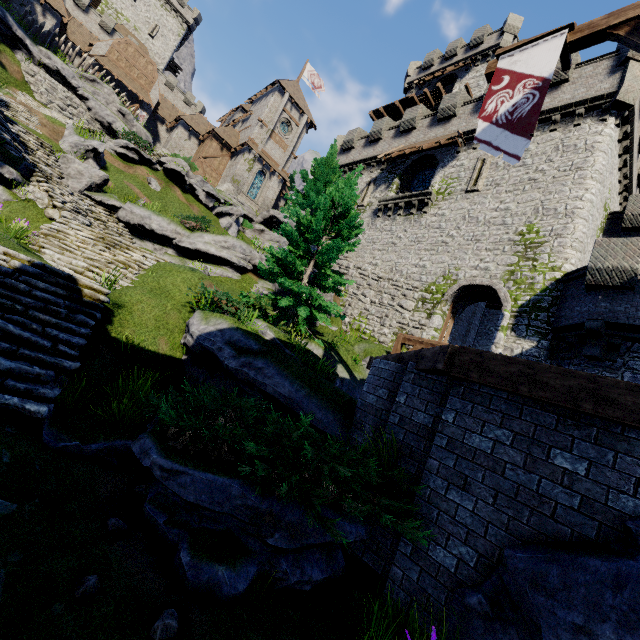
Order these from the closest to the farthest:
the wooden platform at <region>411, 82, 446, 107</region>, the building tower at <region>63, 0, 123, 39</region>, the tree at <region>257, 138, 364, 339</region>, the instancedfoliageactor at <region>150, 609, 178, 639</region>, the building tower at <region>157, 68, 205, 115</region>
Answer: the instancedfoliageactor at <region>150, 609, 178, 639</region>
the tree at <region>257, 138, 364, 339</region>
the wooden platform at <region>411, 82, 446, 107</region>
the building tower at <region>63, 0, 123, 39</region>
the building tower at <region>157, 68, 205, 115</region>

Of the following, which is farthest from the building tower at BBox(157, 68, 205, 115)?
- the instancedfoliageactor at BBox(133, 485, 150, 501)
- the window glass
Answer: the instancedfoliageactor at BBox(133, 485, 150, 501)

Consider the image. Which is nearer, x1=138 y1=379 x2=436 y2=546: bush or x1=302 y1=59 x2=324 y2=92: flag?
x1=138 y1=379 x2=436 y2=546: bush

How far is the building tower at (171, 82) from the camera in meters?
48.1 m

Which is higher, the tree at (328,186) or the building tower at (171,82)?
the building tower at (171,82)

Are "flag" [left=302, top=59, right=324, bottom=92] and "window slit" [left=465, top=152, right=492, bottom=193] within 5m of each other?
no

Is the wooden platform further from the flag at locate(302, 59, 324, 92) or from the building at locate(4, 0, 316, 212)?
the flag at locate(302, 59, 324, 92)

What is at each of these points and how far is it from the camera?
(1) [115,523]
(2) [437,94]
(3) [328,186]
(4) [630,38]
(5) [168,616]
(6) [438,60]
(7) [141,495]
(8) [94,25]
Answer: (1) instancedfoliageactor, 4.0 meters
(2) wooden platform, 30.5 meters
(3) tree, 21.9 meters
(4) wooden support, 5.1 meters
(5) instancedfoliageactor, 2.9 meters
(6) building, 33.7 meters
(7) instancedfoliageactor, 4.9 meters
(8) building tower, 42.0 meters
